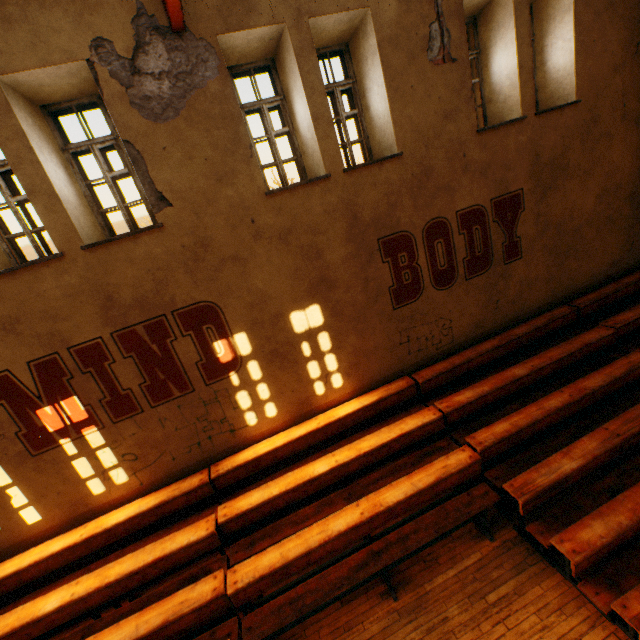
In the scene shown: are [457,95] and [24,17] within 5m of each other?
no
